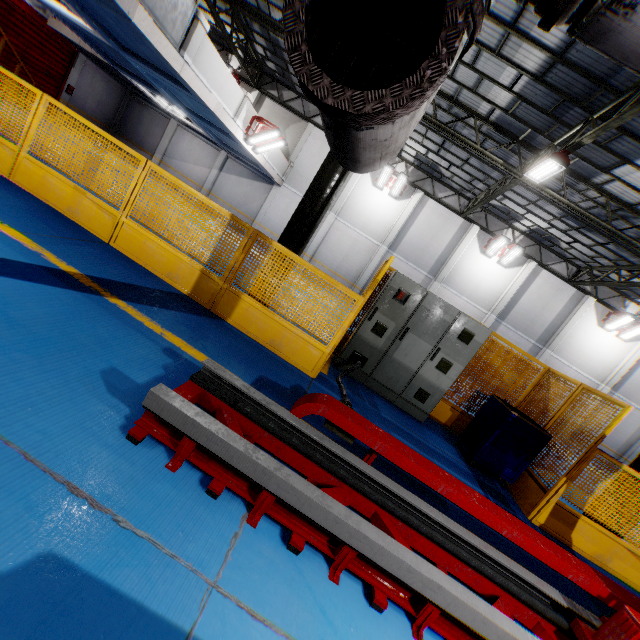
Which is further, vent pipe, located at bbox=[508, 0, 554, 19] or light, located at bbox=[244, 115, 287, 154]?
light, located at bbox=[244, 115, 287, 154]

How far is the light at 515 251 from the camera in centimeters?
1839cm

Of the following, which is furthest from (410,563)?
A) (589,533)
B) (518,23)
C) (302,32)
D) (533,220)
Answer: (533,220)

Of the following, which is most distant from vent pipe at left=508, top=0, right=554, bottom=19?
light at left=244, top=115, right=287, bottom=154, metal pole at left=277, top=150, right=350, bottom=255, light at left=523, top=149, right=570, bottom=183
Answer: light at left=244, top=115, right=287, bottom=154

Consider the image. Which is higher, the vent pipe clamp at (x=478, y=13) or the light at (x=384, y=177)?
the light at (x=384, y=177)

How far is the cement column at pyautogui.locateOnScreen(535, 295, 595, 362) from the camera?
19.1 meters

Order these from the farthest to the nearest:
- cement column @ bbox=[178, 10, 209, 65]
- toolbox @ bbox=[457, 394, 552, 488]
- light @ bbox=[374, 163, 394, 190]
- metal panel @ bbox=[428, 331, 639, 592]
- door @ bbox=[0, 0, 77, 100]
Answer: light @ bbox=[374, 163, 394, 190], door @ bbox=[0, 0, 77, 100], cement column @ bbox=[178, 10, 209, 65], toolbox @ bbox=[457, 394, 552, 488], metal panel @ bbox=[428, 331, 639, 592]

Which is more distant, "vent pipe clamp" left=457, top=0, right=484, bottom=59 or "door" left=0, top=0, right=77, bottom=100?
"door" left=0, top=0, right=77, bottom=100
